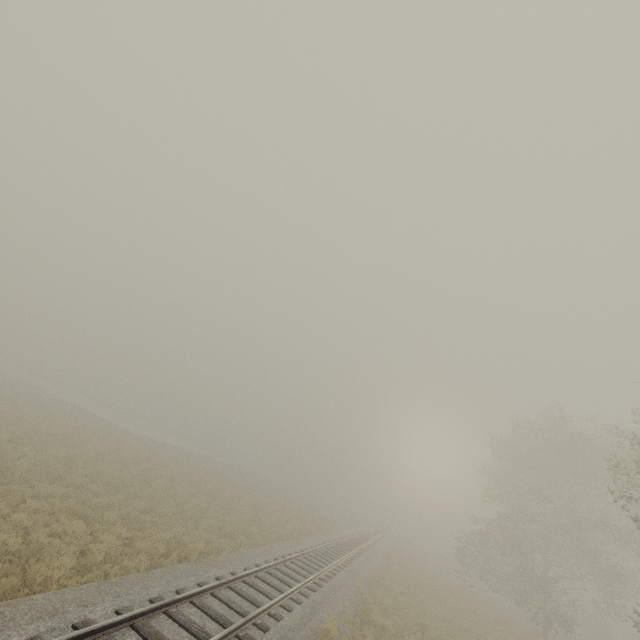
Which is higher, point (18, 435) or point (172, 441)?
point (18, 435)
